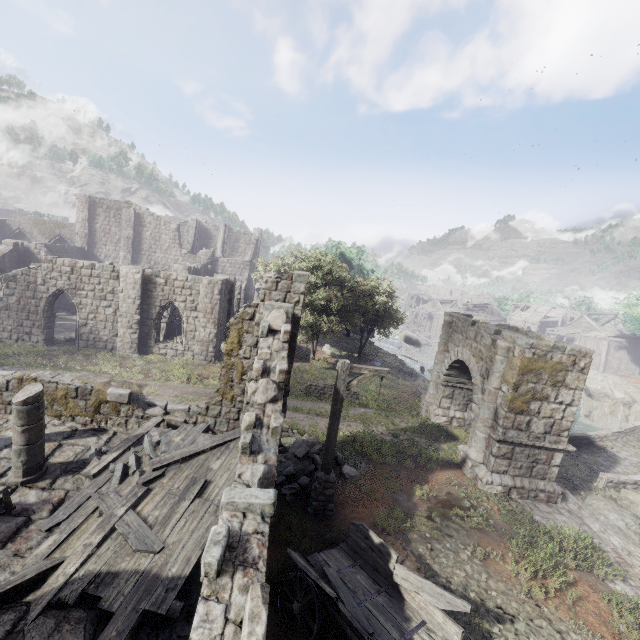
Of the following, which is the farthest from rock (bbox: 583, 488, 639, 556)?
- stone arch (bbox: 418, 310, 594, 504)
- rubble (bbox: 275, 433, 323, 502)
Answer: rubble (bbox: 275, 433, 323, 502)

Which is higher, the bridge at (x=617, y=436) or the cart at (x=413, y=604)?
the cart at (x=413, y=604)

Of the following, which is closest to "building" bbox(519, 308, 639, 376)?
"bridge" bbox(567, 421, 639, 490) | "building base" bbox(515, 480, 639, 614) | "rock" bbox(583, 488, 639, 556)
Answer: "bridge" bbox(567, 421, 639, 490)

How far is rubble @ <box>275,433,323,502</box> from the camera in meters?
10.4

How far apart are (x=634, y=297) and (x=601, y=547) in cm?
4431

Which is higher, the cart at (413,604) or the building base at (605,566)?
the cart at (413,604)

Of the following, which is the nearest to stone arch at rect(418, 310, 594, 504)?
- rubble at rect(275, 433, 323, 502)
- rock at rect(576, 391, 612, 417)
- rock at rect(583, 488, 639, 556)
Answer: rock at rect(583, 488, 639, 556)

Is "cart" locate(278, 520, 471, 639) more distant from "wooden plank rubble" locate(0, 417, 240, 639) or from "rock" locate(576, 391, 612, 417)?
"rock" locate(576, 391, 612, 417)
